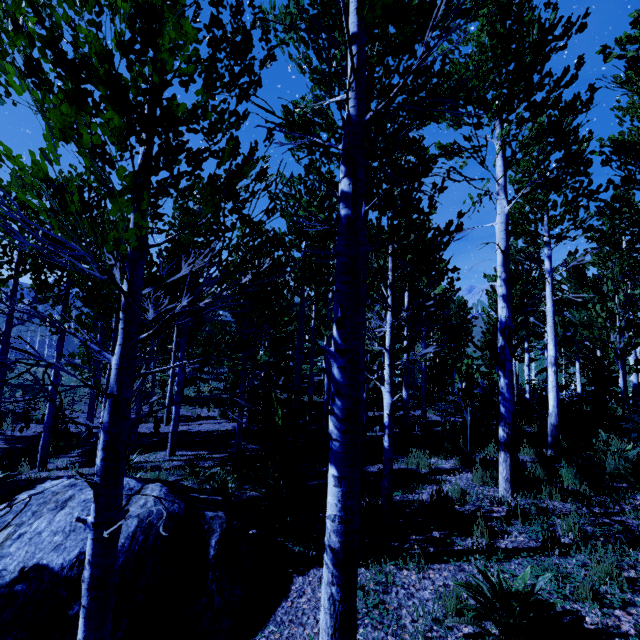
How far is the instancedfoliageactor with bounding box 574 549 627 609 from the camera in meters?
3.2

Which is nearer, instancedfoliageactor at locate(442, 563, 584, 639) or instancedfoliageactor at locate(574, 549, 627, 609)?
instancedfoliageactor at locate(442, 563, 584, 639)

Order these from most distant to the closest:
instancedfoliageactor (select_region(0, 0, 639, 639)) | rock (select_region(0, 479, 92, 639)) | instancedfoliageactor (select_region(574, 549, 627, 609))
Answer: instancedfoliageactor (select_region(574, 549, 627, 609)) < rock (select_region(0, 479, 92, 639)) < instancedfoliageactor (select_region(0, 0, 639, 639))

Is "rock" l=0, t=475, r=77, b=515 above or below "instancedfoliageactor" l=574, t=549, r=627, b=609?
above

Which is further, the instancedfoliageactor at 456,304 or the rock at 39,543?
the rock at 39,543

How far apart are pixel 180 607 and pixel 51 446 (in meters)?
11.53

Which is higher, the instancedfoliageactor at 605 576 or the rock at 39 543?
the rock at 39 543
